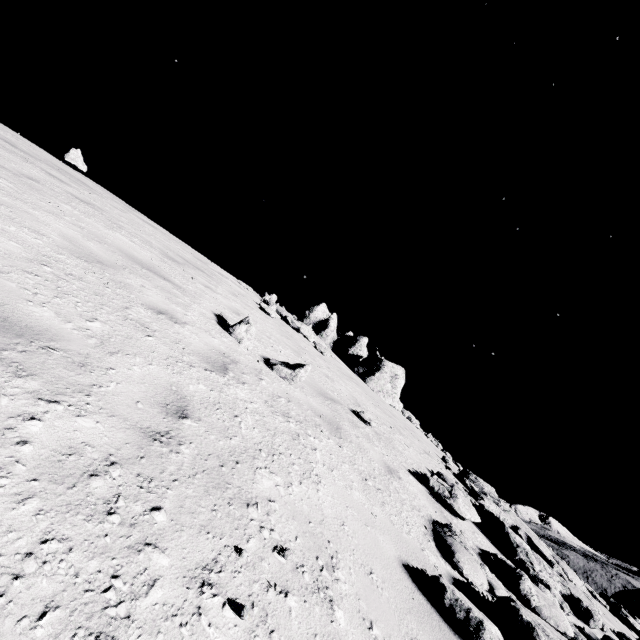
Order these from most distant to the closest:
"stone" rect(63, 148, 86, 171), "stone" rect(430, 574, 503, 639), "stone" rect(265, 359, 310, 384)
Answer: "stone" rect(63, 148, 86, 171), "stone" rect(265, 359, 310, 384), "stone" rect(430, 574, 503, 639)

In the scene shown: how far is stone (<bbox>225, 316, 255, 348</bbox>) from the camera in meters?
5.6 m

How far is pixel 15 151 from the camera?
7.0 meters

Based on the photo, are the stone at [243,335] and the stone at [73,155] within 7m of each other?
no

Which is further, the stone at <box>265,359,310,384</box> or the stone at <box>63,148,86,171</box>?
the stone at <box>63,148,86,171</box>

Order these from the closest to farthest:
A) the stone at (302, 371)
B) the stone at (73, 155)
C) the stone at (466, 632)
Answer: the stone at (466, 632), the stone at (302, 371), the stone at (73, 155)

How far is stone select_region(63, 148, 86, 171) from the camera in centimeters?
1124cm

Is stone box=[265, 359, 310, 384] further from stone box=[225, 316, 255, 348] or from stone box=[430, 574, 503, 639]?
stone box=[430, 574, 503, 639]
